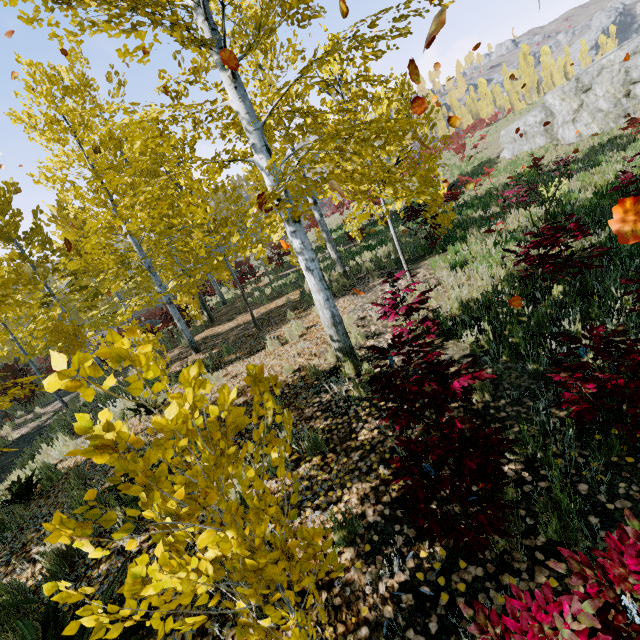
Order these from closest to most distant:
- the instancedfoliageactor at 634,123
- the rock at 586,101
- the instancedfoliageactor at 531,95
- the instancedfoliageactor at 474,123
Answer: the instancedfoliageactor at 634,123 < the rock at 586,101 < the instancedfoliageactor at 474,123 < the instancedfoliageactor at 531,95

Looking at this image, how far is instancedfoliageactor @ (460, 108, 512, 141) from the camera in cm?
3119

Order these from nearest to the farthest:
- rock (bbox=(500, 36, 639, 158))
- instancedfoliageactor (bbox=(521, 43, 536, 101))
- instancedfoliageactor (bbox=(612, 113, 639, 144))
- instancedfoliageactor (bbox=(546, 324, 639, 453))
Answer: instancedfoliageactor (bbox=(546, 324, 639, 453))
instancedfoliageactor (bbox=(612, 113, 639, 144))
rock (bbox=(500, 36, 639, 158))
instancedfoliageactor (bbox=(521, 43, 536, 101))

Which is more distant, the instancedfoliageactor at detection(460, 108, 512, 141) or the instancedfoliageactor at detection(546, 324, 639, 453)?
the instancedfoliageactor at detection(460, 108, 512, 141)

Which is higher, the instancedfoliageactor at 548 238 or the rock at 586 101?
the rock at 586 101

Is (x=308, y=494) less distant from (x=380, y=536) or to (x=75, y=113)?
(x=380, y=536)
